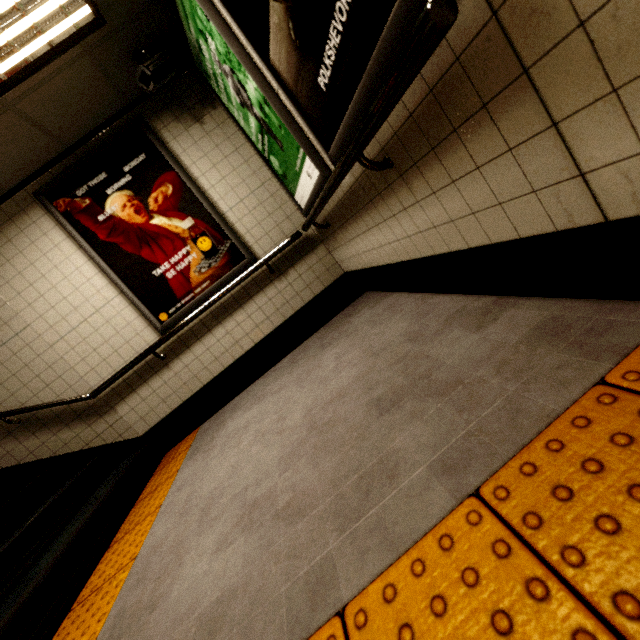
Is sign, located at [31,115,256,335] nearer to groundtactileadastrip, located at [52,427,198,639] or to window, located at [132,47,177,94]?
window, located at [132,47,177,94]

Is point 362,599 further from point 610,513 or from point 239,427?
point 239,427

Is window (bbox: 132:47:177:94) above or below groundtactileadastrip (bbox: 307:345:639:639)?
above

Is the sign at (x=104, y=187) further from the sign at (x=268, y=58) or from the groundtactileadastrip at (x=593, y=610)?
the sign at (x=268, y=58)

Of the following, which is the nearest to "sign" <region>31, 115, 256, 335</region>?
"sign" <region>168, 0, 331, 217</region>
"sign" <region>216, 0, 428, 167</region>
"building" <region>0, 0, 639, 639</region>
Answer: "building" <region>0, 0, 639, 639</region>

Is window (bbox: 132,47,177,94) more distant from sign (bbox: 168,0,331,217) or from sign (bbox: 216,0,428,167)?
sign (bbox: 216,0,428,167)

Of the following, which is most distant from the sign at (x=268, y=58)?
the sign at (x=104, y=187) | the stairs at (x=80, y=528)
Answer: the stairs at (x=80, y=528)

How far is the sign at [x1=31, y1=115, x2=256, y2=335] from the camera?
3.15m
